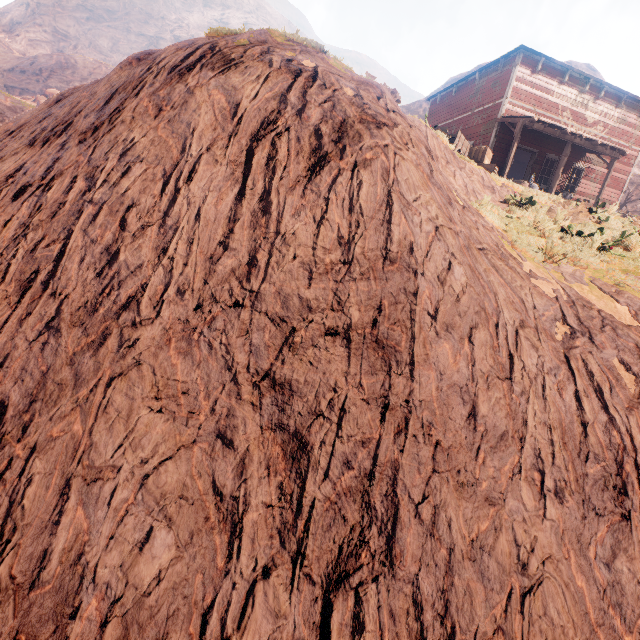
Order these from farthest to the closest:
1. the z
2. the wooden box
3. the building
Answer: the building
the wooden box
the z

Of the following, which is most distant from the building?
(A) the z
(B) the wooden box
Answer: (B) the wooden box

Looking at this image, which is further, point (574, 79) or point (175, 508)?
point (574, 79)

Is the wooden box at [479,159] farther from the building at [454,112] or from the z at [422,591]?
the building at [454,112]

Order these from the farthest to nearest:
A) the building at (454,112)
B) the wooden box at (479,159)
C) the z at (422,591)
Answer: the building at (454,112), the wooden box at (479,159), the z at (422,591)

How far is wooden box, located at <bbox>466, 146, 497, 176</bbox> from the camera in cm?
1144

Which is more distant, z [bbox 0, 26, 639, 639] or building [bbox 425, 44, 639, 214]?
building [bbox 425, 44, 639, 214]
